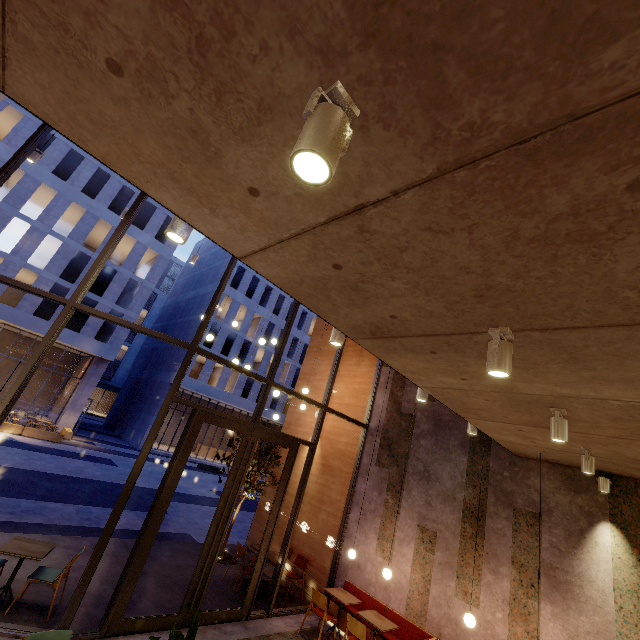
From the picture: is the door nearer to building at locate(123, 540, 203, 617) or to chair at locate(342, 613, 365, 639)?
building at locate(123, 540, 203, 617)

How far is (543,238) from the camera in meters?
1.5

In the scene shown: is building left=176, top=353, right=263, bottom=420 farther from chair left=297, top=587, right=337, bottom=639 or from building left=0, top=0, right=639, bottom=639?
chair left=297, top=587, right=337, bottom=639

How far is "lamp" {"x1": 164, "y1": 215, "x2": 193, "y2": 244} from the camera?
2.4m

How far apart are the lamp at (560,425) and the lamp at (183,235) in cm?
406

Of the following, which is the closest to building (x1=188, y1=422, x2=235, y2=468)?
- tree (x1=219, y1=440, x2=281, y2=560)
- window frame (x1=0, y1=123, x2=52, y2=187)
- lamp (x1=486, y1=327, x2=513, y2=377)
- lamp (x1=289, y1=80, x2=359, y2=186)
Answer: tree (x1=219, y1=440, x2=281, y2=560)

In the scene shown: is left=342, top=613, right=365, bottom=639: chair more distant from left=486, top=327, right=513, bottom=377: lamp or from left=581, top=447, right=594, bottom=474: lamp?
left=486, top=327, right=513, bottom=377: lamp

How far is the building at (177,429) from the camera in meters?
29.7
